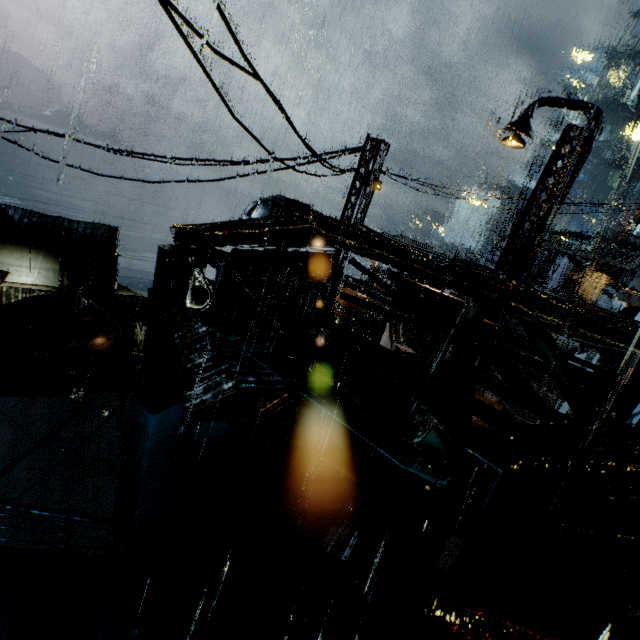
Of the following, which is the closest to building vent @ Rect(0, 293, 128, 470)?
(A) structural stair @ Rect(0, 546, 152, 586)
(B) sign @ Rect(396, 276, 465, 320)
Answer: (A) structural stair @ Rect(0, 546, 152, 586)

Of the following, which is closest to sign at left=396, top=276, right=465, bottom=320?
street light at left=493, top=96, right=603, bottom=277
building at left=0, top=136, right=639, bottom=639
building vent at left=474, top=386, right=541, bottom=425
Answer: building at left=0, top=136, right=639, bottom=639

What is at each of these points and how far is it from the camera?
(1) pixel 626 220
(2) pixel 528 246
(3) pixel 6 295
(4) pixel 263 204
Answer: (1) building, 47.0 meters
(2) street light, 12.2 meters
(3) building, 25.6 meters
(4) building vent, 14.2 meters

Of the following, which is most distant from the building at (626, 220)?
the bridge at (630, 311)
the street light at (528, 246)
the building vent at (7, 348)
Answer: the building vent at (7, 348)

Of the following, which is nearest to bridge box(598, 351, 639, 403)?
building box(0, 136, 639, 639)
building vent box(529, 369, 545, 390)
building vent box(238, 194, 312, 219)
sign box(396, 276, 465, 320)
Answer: building box(0, 136, 639, 639)

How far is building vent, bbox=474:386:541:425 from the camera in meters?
15.7 m

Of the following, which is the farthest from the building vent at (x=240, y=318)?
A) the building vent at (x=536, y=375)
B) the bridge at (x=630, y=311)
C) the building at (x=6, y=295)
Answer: the building vent at (x=536, y=375)

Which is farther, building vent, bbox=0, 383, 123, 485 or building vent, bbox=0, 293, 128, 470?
building vent, bbox=0, 293, 128, 470
